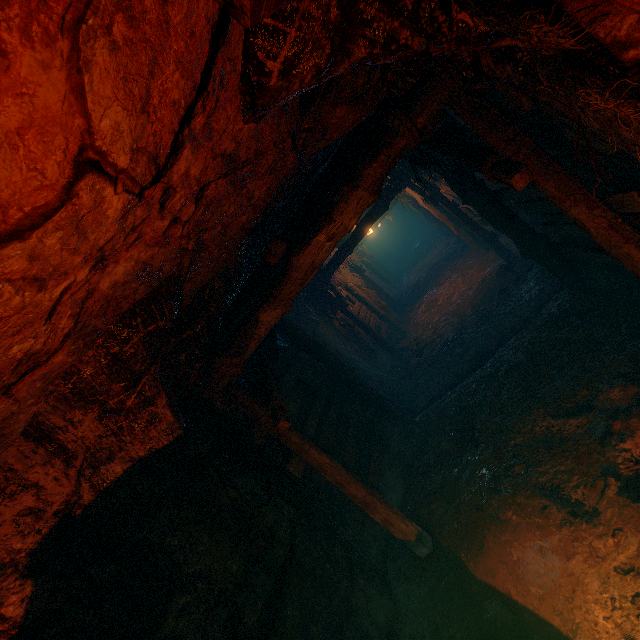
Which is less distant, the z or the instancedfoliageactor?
the z

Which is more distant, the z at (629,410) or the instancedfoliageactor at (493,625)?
the instancedfoliageactor at (493,625)

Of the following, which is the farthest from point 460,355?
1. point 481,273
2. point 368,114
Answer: point 368,114
